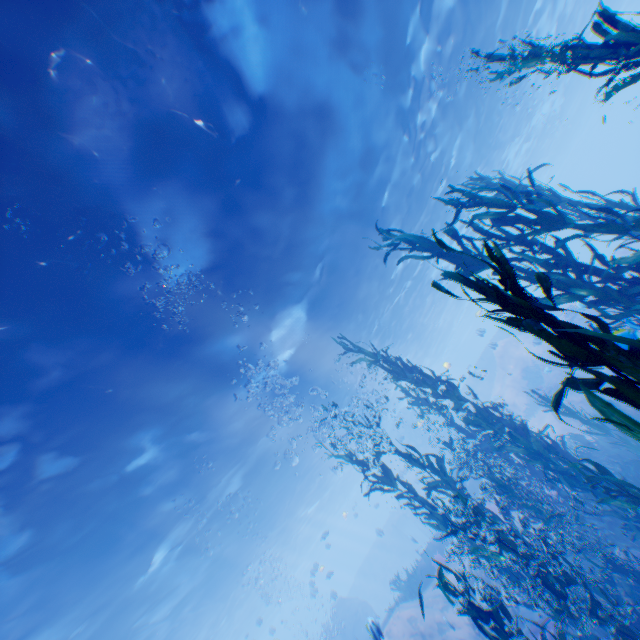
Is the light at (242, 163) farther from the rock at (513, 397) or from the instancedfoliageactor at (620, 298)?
the instancedfoliageactor at (620, 298)

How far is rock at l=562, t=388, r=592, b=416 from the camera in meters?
17.1 m

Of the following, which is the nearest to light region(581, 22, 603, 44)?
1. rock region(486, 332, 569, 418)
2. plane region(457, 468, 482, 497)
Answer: Result: rock region(486, 332, 569, 418)

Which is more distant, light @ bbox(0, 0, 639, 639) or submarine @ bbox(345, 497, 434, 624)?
submarine @ bbox(345, 497, 434, 624)

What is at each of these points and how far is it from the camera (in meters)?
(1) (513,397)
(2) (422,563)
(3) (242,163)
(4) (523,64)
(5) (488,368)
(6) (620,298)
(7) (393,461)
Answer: (1) rock, 25.02
(2) plane, 16.78
(3) light, 8.24
(4) instancedfoliageactor, 4.04
(5) submarine, 34.22
(6) instancedfoliageactor, 5.04
(7) submarine, 39.56

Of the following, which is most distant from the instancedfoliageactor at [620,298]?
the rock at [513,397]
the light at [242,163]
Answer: the light at [242,163]

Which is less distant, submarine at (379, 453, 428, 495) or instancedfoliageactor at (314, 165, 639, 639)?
instancedfoliageactor at (314, 165, 639, 639)
